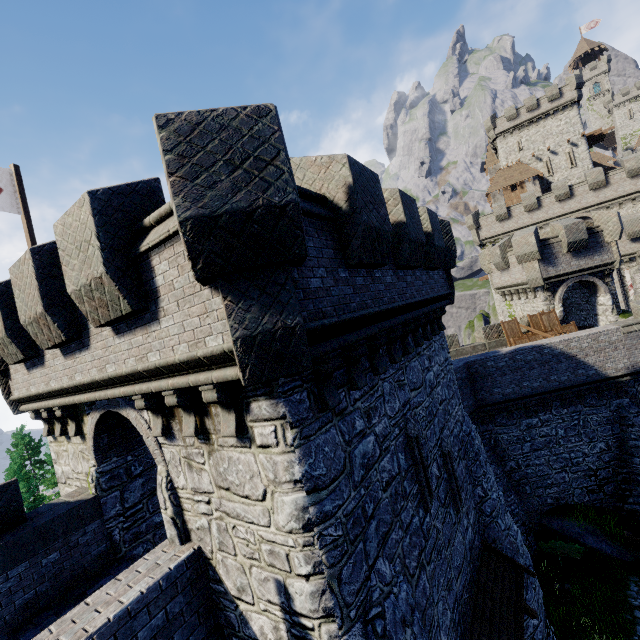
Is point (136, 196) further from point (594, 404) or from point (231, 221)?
point (594, 404)

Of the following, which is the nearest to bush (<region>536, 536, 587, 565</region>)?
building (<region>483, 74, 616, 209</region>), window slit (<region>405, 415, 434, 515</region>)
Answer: window slit (<region>405, 415, 434, 515</region>)

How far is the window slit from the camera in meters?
7.3 m

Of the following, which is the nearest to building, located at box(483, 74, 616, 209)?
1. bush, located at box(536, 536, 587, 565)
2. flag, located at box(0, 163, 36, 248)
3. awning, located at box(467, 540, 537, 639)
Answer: bush, located at box(536, 536, 587, 565)

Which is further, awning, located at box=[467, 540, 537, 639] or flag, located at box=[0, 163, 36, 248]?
flag, located at box=[0, 163, 36, 248]

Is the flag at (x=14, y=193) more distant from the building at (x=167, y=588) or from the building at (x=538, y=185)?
the building at (x=538, y=185)

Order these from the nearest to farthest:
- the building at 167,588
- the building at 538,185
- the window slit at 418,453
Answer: the building at 167,588
the window slit at 418,453
the building at 538,185

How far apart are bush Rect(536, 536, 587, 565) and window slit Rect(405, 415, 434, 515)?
13.6m
